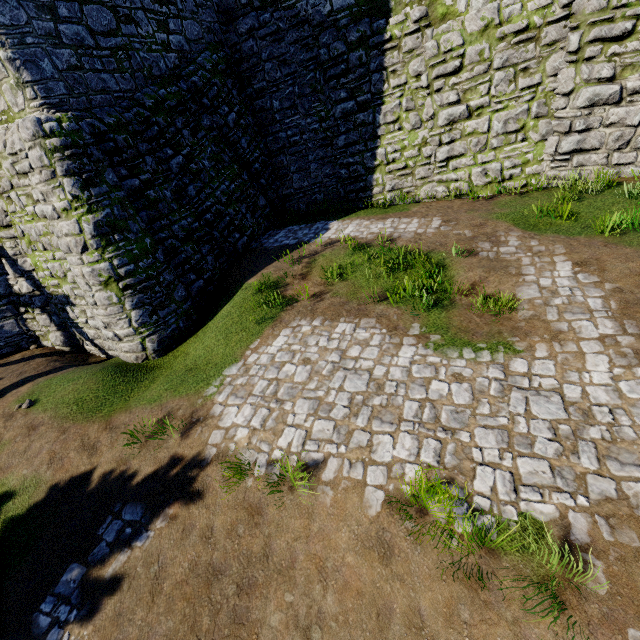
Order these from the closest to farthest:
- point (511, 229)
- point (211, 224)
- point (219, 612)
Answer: point (219, 612), point (511, 229), point (211, 224)
